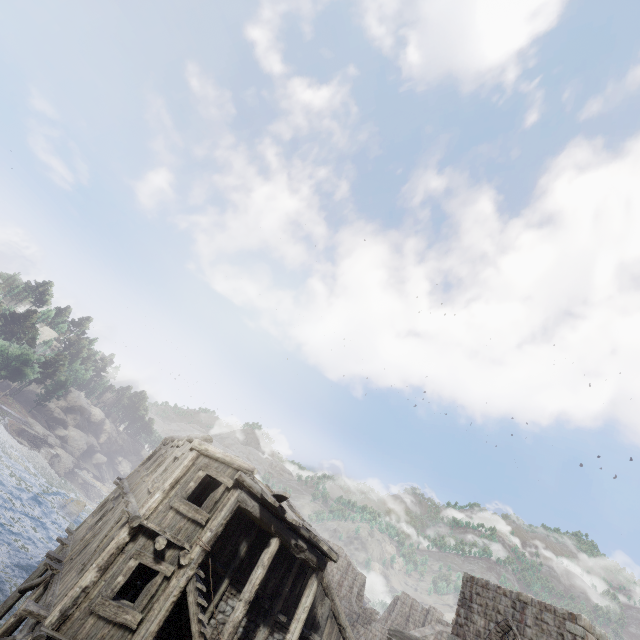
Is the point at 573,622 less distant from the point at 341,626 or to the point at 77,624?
the point at 341,626
